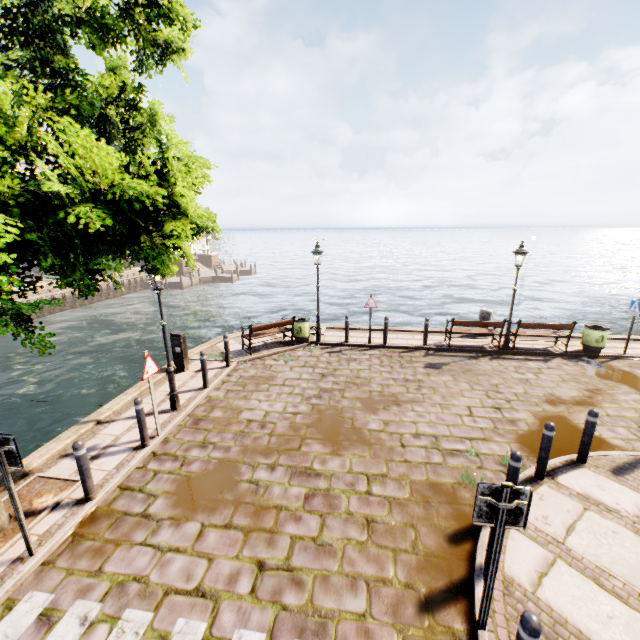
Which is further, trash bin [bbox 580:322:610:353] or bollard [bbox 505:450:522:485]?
trash bin [bbox 580:322:610:353]

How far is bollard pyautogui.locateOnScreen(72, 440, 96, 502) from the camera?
5.1 meters

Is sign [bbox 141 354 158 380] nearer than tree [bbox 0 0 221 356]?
No

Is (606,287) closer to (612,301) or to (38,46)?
(612,301)

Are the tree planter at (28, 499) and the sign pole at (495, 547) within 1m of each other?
no

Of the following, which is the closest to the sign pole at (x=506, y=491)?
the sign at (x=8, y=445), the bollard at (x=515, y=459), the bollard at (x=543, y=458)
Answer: the bollard at (x=515, y=459)

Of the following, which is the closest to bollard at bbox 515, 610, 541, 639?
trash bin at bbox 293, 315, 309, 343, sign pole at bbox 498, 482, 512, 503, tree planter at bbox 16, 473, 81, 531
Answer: sign pole at bbox 498, 482, 512, 503

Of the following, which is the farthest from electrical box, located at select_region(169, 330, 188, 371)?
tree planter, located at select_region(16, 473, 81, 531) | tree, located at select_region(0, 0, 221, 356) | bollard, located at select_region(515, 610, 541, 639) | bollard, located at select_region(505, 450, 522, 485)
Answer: bollard, located at select_region(515, 610, 541, 639)
